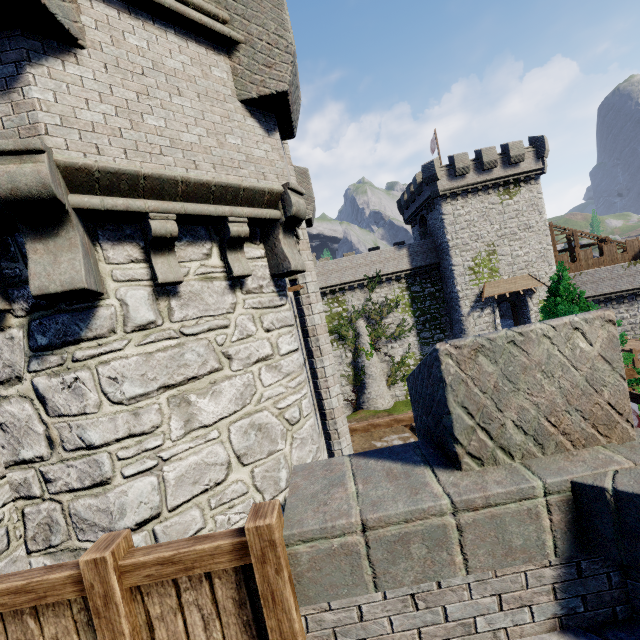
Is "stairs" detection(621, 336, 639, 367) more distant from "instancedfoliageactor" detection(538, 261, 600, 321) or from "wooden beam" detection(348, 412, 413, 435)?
"wooden beam" detection(348, 412, 413, 435)

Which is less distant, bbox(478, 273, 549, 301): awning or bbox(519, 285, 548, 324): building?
bbox(478, 273, 549, 301): awning

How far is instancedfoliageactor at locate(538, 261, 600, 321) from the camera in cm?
1402

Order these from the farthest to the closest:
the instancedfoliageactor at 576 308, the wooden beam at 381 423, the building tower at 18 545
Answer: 1. the instancedfoliageactor at 576 308
2. the wooden beam at 381 423
3. the building tower at 18 545

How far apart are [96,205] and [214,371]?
2.4m

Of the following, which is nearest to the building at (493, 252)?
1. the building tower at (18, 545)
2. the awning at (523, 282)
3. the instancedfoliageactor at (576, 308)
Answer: the awning at (523, 282)

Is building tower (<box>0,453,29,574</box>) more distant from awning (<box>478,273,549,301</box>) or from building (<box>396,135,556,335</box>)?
awning (<box>478,273,549,301</box>)

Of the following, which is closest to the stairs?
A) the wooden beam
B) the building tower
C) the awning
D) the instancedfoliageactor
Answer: the awning
